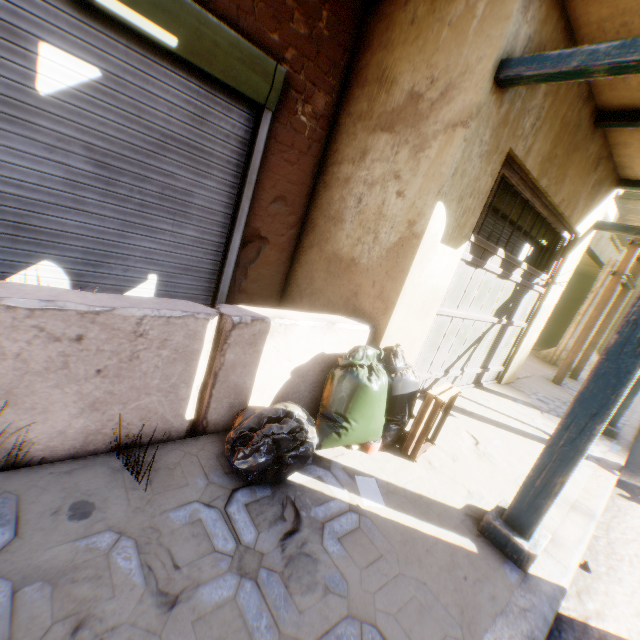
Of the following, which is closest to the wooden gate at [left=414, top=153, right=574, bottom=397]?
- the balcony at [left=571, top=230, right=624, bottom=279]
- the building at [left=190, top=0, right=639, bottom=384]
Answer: the building at [left=190, top=0, right=639, bottom=384]

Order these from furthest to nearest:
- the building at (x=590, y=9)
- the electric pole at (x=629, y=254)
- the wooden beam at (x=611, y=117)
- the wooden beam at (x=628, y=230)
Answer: the electric pole at (x=629, y=254), the wooden beam at (x=628, y=230), the wooden beam at (x=611, y=117), the building at (x=590, y=9)

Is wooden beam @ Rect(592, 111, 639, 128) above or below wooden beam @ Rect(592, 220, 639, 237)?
above

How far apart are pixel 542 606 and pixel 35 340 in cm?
304

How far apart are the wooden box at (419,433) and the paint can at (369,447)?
0.29m

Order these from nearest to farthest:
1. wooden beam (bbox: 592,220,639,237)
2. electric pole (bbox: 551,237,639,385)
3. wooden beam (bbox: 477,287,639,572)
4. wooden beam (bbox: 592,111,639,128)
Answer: wooden beam (bbox: 477,287,639,572) → wooden beam (bbox: 592,111,639,128) → wooden beam (bbox: 592,220,639,237) → electric pole (bbox: 551,237,639,385)

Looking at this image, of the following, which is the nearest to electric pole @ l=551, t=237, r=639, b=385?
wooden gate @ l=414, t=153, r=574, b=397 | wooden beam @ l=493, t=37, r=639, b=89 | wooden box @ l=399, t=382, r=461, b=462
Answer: wooden gate @ l=414, t=153, r=574, b=397

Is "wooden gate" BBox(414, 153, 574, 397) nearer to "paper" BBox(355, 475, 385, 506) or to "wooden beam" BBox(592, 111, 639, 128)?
"wooden beam" BBox(592, 111, 639, 128)
